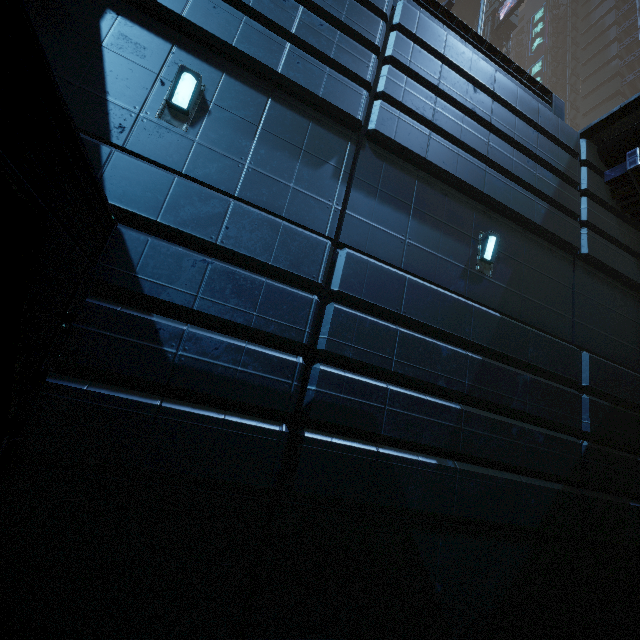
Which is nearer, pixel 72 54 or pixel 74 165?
pixel 74 165

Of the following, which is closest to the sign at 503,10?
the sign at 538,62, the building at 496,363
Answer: the building at 496,363

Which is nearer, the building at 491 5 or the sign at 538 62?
the building at 491 5

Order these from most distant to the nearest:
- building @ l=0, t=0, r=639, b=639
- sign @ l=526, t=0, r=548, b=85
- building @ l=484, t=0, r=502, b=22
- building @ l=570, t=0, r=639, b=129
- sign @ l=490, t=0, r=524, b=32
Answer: sign @ l=526, t=0, r=548, b=85 → building @ l=570, t=0, r=639, b=129 → building @ l=484, t=0, r=502, b=22 → sign @ l=490, t=0, r=524, b=32 → building @ l=0, t=0, r=639, b=639

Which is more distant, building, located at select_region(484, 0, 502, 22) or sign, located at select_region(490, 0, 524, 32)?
building, located at select_region(484, 0, 502, 22)

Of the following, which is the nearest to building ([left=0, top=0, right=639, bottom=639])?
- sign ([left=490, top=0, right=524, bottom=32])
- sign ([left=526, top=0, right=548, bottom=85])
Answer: sign ([left=490, top=0, right=524, bottom=32])
